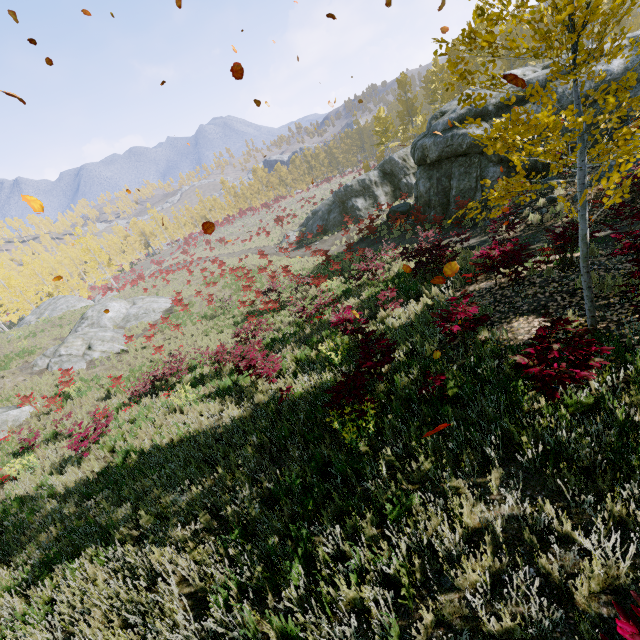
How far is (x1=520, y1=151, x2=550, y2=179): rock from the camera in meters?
14.1

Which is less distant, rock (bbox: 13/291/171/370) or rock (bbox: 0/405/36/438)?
rock (bbox: 0/405/36/438)

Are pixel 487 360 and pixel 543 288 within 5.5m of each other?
yes

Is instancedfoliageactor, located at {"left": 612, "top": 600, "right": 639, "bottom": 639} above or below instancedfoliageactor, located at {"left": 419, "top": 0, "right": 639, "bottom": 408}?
below

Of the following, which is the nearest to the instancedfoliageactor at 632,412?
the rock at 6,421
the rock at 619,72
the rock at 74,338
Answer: the rock at 619,72

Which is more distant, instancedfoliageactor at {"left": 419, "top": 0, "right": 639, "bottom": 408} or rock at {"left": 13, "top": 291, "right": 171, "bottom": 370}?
rock at {"left": 13, "top": 291, "right": 171, "bottom": 370}

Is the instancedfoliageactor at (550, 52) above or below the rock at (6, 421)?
above

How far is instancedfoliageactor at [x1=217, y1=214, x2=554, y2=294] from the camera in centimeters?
775cm
